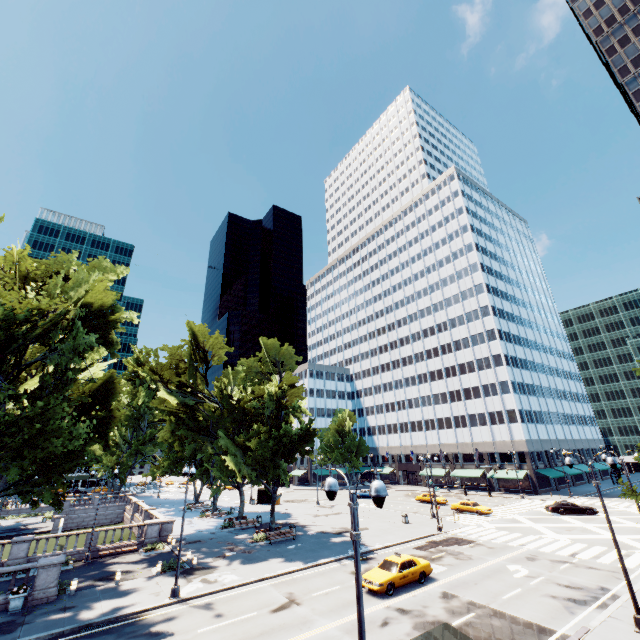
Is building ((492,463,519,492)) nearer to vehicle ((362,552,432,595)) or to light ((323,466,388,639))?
vehicle ((362,552,432,595))

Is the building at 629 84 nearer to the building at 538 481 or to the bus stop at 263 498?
the building at 538 481

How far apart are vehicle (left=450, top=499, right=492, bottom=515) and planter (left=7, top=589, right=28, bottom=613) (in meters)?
44.20

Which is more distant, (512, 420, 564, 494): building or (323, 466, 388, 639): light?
(512, 420, 564, 494): building

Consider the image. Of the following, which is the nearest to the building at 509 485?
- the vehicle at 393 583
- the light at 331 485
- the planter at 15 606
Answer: the vehicle at 393 583

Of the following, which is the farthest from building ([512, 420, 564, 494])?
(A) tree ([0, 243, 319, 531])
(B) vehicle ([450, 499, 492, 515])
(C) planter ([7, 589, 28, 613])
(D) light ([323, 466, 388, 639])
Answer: (C) planter ([7, 589, 28, 613])

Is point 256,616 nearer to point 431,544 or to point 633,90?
point 431,544

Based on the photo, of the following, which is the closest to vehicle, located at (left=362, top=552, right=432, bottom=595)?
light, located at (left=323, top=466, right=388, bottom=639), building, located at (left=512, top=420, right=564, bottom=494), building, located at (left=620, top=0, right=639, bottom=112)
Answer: light, located at (left=323, top=466, right=388, bottom=639)
